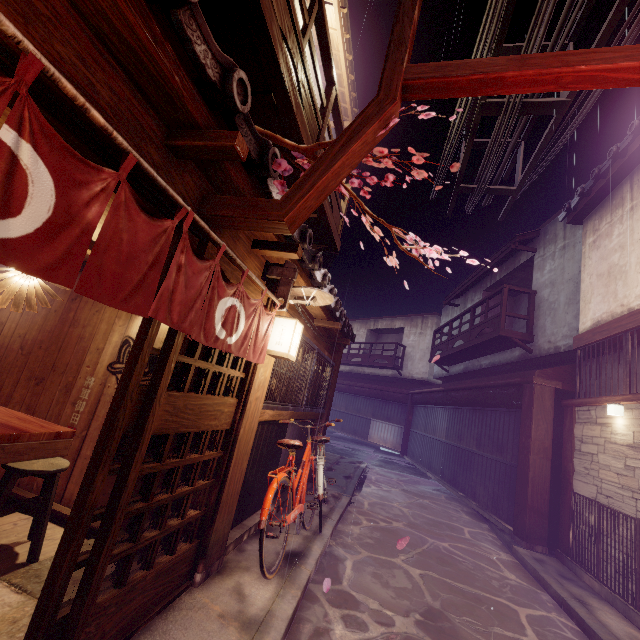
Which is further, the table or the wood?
the table

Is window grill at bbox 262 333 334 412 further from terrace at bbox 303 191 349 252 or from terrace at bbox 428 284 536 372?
terrace at bbox 428 284 536 372

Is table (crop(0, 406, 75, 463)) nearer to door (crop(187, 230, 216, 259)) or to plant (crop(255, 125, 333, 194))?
door (crop(187, 230, 216, 259))

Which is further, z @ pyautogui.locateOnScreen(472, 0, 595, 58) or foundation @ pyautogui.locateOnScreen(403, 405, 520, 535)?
foundation @ pyautogui.locateOnScreen(403, 405, 520, 535)

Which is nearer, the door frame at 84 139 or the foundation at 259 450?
the door frame at 84 139

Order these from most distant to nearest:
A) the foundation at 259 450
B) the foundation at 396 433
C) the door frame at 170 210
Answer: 1. the foundation at 396 433
2. the foundation at 259 450
3. the door frame at 170 210

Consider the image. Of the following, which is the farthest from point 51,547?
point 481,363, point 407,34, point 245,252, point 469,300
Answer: point 469,300

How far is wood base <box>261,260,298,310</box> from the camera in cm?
623
